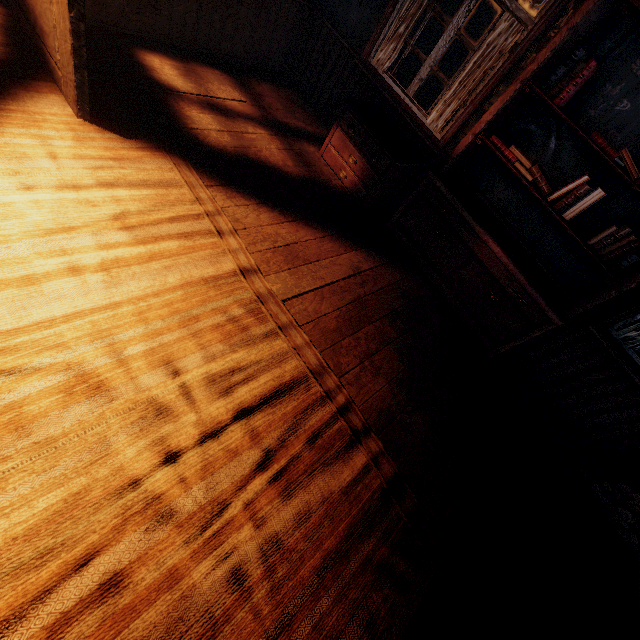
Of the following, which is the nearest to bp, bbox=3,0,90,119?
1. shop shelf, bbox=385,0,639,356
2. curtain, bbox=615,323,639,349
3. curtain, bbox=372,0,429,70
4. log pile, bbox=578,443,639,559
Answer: curtain, bbox=372,0,429,70

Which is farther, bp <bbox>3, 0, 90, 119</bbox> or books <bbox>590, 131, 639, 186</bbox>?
books <bbox>590, 131, 639, 186</bbox>

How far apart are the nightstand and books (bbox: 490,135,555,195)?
0.80m

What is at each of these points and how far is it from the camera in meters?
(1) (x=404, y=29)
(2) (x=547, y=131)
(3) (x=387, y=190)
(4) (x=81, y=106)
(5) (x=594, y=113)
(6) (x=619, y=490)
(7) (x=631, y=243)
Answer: (1) curtain, 3.5 m
(2) building, 3.0 m
(3) nightstand, 4.0 m
(4) bp, 2.3 m
(5) building, 2.8 m
(6) log pile, 3.0 m
(7) books, 2.7 m

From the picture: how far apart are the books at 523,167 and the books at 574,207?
0.1m

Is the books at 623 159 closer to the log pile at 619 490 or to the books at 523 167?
the books at 523 167

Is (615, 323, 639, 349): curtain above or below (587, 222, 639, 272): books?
below

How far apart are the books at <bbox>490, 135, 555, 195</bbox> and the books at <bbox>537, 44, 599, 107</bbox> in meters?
0.5 m
